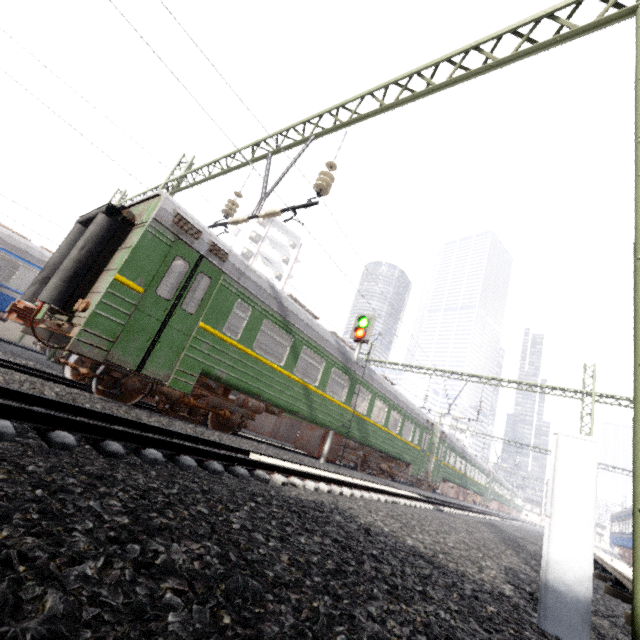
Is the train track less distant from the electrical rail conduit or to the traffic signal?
the traffic signal

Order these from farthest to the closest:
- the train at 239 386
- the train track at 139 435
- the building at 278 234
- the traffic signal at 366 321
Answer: the building at 278 234
the traffic signal at 366 321
the train at 239 386
the train track at 139 435

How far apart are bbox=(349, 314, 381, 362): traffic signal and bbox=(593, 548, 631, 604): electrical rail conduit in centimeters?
757cm

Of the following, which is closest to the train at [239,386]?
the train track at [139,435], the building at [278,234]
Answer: the train track at [139,435]

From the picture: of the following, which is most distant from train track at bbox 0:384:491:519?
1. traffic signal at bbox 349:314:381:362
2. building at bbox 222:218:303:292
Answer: building at bbox 222:218:303:292

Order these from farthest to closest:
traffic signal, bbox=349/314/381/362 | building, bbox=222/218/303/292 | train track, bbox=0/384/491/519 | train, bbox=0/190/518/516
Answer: building, bbox=222/218/303/292 → traffic signal, bbox=349/314/381/362 → train, bbox=0/190/518/516 → train track, bbox=0/384/491/519

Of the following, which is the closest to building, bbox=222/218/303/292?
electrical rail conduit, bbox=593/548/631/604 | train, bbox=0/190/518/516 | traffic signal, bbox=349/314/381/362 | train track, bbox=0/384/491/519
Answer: train, bbox=0/190/518/516

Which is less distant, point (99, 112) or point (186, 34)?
point (186, 34)
